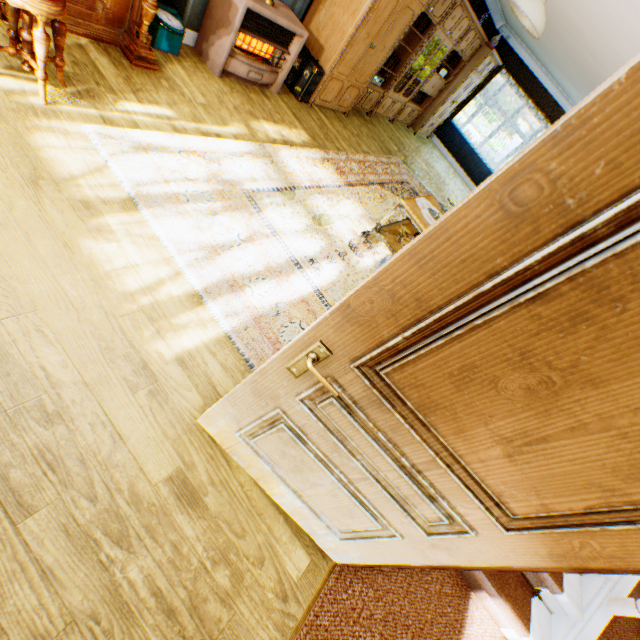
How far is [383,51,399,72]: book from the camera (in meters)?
6.48

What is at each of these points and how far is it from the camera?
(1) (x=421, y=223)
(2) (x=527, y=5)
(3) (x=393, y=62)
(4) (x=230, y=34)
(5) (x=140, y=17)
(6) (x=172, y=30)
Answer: (1) table, 3.84m
(2) ceiling light, 3.09m
(3) book, 6.69m
(4) heater, 3.80m
(5) piano, 3.13m
(6) scale, 3.48m

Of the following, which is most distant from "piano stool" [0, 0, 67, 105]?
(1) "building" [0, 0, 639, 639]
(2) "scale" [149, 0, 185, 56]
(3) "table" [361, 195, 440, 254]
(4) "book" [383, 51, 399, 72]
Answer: (4) "book" [383, 51, 399, 72]

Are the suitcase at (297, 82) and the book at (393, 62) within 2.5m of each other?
yes

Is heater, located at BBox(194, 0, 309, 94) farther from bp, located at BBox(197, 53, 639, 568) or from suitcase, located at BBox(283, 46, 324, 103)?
bp, located at BBox(197, 53, 639, 568)

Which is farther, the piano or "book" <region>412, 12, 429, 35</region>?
"book" <region>412, 12, 429, 35</region>

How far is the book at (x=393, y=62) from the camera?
6.48m

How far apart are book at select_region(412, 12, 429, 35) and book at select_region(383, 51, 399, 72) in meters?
0.5 m
